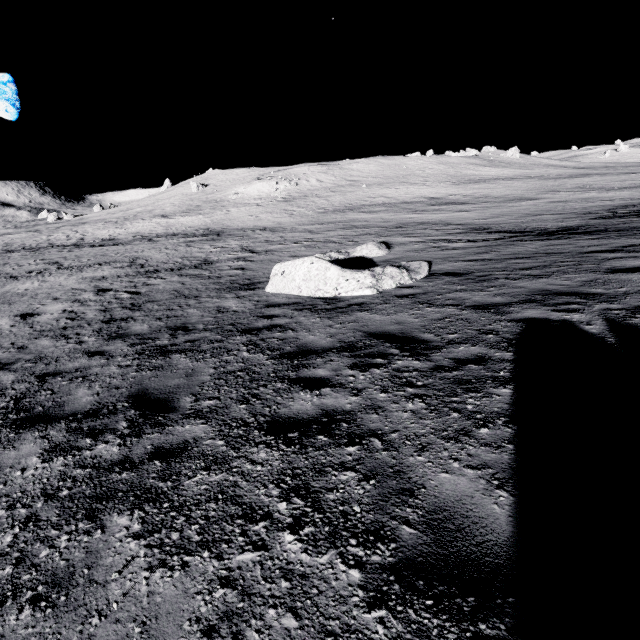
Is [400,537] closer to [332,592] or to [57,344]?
[332,592]

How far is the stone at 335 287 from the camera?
9.6 meters

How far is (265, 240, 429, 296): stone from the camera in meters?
9.6
